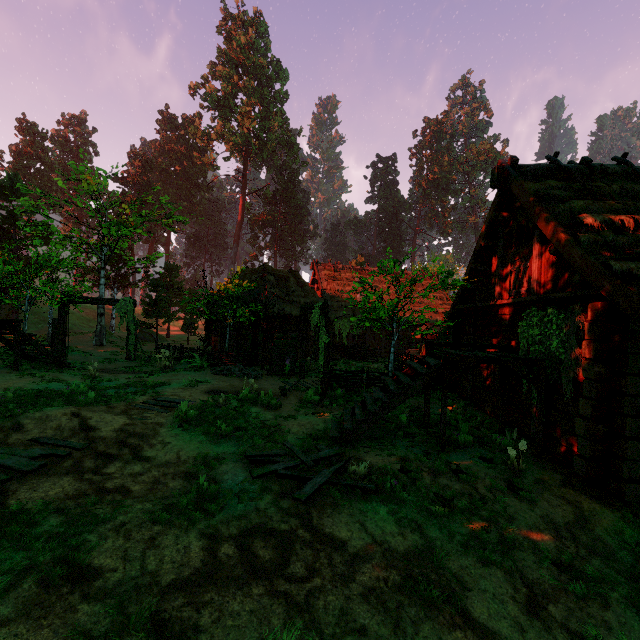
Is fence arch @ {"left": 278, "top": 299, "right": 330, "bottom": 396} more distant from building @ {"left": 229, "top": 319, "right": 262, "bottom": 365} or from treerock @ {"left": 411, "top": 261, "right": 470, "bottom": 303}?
treerock @ {"left": 411, "top": 261, "right": 470, "bottom": 303}

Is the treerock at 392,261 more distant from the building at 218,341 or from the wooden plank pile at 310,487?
the wooden plank pile at 310,487

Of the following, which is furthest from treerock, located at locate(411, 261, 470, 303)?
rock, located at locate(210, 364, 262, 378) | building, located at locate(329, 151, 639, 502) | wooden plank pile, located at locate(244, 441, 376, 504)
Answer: wooden plank pile, located at locate(244, 441, 376, 504)

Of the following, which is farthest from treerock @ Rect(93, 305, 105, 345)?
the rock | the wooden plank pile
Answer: the wooden plank pile

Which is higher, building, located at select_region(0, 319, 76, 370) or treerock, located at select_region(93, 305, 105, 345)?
building, located at select_region(0, 319, 76, 370)

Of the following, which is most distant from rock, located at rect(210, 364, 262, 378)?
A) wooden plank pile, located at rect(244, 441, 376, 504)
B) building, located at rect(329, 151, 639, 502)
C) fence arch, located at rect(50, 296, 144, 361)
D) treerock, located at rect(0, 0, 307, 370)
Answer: wooden plank pile, located at rect(244, 441, 376, 504)

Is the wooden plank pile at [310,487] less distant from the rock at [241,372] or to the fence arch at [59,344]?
the fence arch at [59,344]

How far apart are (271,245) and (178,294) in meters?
22.0 m
